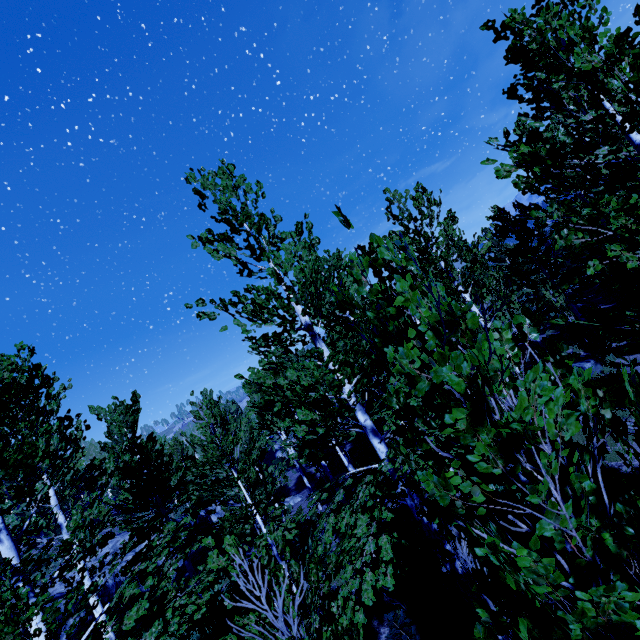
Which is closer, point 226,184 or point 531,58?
point 531,58

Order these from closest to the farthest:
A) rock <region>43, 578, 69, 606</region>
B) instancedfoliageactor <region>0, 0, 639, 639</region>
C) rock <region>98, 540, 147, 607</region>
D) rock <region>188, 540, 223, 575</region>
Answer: instancedfoliageactor <region>0, 0, 639, 639</region>, rock <region>43, 578, 69, 606</region>, rock <region>98, 540, 147, 607</region>, rock <region>188, 540, 223, 575</region>

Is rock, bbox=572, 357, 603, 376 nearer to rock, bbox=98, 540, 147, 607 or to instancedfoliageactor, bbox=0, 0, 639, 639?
instancedfoliageactor, bbox=0, 0, 639, 639

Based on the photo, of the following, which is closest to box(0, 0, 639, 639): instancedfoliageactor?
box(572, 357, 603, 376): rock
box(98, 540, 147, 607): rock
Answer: box(98, 540, 147, 607): rock

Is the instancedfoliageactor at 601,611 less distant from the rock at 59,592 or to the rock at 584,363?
the rock at 59,592

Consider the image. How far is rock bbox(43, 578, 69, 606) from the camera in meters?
11.6 m

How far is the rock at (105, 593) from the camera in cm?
1300
